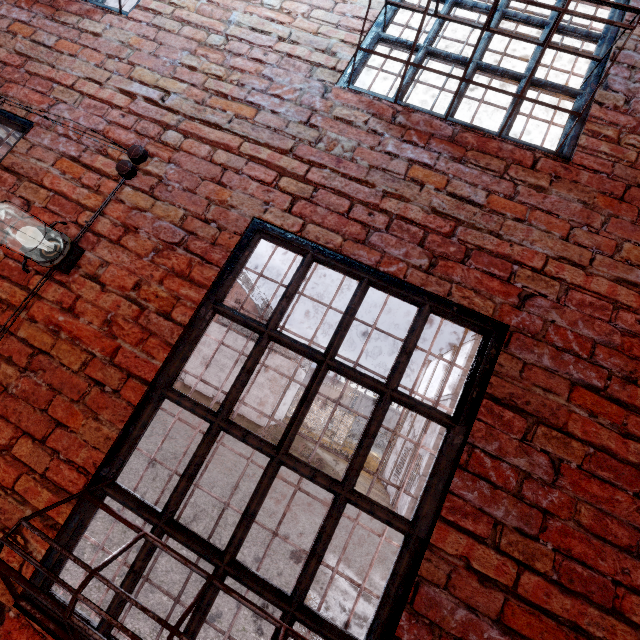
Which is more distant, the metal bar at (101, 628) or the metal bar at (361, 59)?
the metal bar at (361, 59)

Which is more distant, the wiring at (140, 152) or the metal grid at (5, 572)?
the wiring at (140, 152)

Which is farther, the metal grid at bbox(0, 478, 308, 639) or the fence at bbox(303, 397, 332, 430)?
the fence at bbox(303, 397, 332, 430)

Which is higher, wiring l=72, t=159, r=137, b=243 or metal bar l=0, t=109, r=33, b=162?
metal bar l=0, t=109, r=33, b=162

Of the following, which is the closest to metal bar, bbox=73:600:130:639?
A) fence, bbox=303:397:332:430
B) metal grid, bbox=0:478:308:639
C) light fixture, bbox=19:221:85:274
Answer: metal grid, bbox=0:478:308:639

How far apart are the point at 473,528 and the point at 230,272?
1.59m

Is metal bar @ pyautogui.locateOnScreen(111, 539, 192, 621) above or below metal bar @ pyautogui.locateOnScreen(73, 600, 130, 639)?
above

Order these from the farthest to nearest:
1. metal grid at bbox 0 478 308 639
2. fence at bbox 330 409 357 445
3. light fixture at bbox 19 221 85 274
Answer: fence at bbox 330 409 357 445 < light fixture at bbox 19 221 85 274 < metal grid at bbox 0 478 308 639
